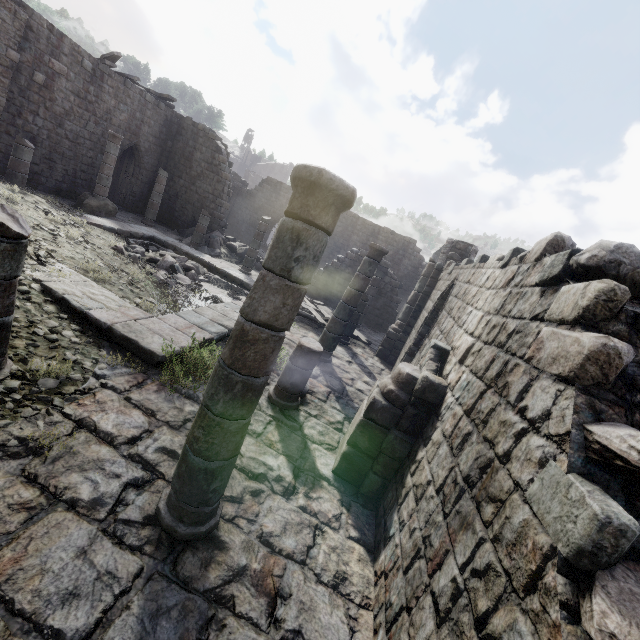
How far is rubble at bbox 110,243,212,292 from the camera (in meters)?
11.80

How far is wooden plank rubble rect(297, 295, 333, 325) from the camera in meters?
13.2 m

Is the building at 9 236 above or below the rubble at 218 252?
above

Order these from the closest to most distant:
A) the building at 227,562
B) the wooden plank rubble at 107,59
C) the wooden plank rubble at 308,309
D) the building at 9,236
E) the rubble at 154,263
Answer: the building at 227,562 → the building at 9,236 → the rubble at 154,263 → the wooden plank rubble at 308,309 → the wooden plank rubble at 107,59

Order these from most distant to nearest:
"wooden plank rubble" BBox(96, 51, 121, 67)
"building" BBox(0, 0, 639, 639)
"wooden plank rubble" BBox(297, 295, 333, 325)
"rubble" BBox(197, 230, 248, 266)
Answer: "rubble" BBox(197, 230, 248, 266), "wooden plank rubble" BBox(96, 51, 121, 67), "wooden plank rubble" BBox(297, 295, 333, 325), "building" BBox(0, 0, 639, 639)

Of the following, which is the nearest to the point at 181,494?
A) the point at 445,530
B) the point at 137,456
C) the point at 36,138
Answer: the point at 137,456

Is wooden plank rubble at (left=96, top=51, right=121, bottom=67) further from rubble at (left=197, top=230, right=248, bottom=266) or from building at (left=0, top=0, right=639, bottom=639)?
rubble at (left=197, top=230, right=248, bottom=266)

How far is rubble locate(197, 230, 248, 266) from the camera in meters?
18.8
